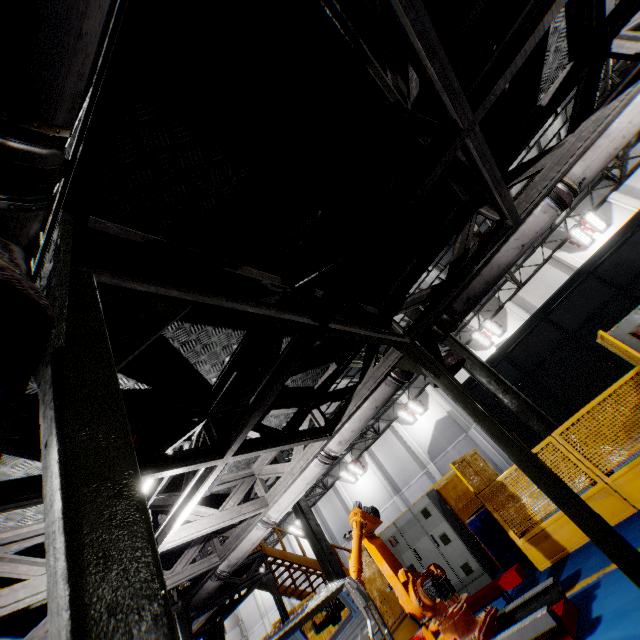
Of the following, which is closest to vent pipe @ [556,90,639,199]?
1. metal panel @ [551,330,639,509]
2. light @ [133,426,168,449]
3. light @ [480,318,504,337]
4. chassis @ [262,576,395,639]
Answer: chassis @ [262,576,395,639]

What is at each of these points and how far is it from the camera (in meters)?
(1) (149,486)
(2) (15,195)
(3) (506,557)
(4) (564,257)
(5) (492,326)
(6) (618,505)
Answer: (1) light, 4.11
(2) vent pipe, 1.18
(3) toolbox, 6.83
(4) cement column, 19.62
(5) light, 21.22
(6) metal panel, 5.44

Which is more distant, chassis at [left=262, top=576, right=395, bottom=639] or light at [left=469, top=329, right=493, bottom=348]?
light at [left=469, top=329, right=493, bottom=348]

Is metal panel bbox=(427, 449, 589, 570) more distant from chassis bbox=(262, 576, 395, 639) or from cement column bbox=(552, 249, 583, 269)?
cement column bbox=(552, 249, 583, 269)

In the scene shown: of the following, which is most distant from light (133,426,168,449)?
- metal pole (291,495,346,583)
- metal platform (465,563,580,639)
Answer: metal pole (291,495,346,583)

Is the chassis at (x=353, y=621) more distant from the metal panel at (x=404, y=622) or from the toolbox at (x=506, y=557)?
the toolbox at (x=506, y=557)

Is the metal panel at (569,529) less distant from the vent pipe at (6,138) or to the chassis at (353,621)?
the vent pipe at (6,138)

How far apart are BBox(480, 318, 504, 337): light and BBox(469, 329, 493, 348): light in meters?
0.1 m
